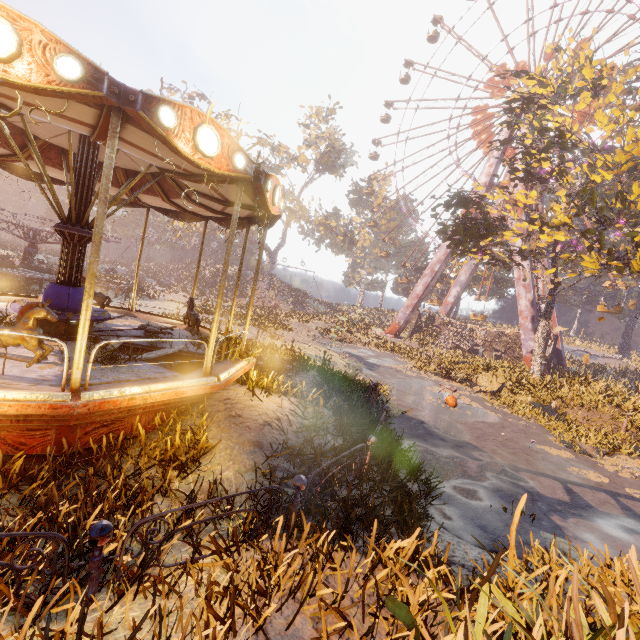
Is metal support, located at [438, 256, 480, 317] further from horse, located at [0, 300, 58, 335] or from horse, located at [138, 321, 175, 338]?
horse, located at [0, 300, 58, 335]

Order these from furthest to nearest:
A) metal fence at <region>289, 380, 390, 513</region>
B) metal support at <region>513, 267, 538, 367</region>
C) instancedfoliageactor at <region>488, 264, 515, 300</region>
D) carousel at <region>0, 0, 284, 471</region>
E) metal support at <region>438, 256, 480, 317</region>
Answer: instancedfoliageactor at <region>488, 264, 515, 300</region> → metal support at <region>438, 256, 480, 317</region> → metal support at <region>513, 267, 538, 367</region> → metal fence at <region>289, 380, 390, 513</region> → carousel at <region>0, 0, 284, 471</region>

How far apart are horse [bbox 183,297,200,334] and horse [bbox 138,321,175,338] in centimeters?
74cm

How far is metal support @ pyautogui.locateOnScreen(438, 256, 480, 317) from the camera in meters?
39.5

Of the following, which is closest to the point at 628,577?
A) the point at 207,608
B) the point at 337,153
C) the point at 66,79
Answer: the point at 207,608

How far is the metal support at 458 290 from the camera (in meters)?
39.53

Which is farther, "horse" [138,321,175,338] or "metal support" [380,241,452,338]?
"metal support" [380,241,452,338]

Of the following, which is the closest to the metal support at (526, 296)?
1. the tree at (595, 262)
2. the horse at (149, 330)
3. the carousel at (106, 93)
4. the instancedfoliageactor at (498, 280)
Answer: the instancedfoliageactor at (498, 280)
